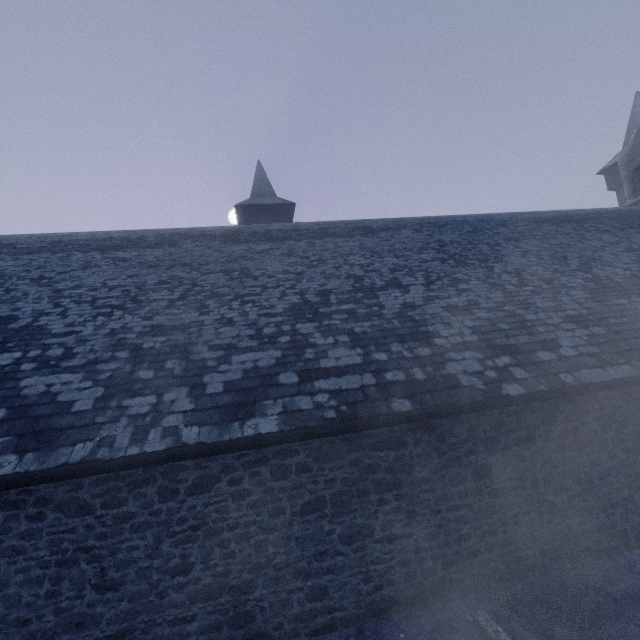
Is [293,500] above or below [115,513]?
below

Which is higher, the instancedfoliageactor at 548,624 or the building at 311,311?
the building at 311,311

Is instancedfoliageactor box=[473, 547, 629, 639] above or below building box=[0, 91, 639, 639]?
below
